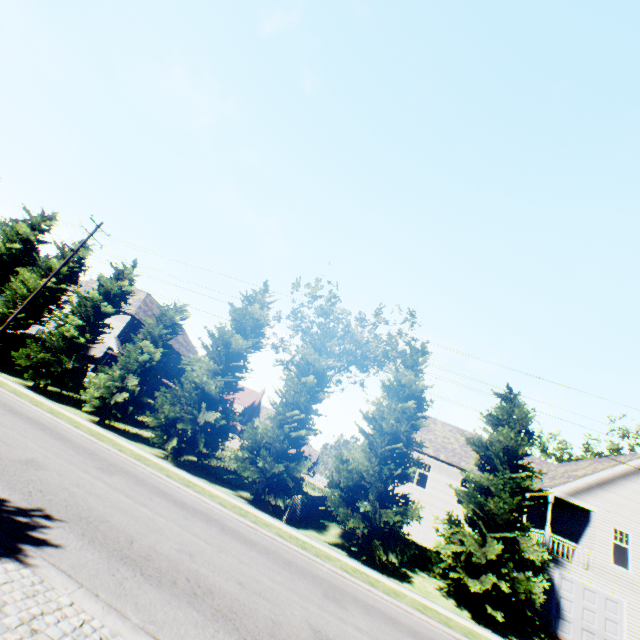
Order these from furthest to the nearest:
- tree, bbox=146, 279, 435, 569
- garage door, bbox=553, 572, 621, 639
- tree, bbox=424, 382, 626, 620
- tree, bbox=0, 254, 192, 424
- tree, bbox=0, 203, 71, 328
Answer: tree, bbox=0, 203, 71, 328 < tree, bbox=0, 254, 192, 424 < garage door, bbox=553, 572, 621, 639 < tree, bbox=146, 279, 435, 569 < tree, bbox=424, 382, 626, 620

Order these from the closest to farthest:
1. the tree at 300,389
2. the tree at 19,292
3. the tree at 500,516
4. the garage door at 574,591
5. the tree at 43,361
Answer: the tree at 500,516, the tree at 300,389, the garage door at 574,591, the tree at 43,361, the tree at 19,292

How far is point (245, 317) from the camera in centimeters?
2095cm

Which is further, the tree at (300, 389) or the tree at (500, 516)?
the tree at (300, 389)

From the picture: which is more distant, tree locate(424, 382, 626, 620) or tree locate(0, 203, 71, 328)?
tree locate(0, 203, 71, 328)

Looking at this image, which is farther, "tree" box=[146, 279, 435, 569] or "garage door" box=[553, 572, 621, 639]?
"garage door" box=[553, 572, 621, 639]

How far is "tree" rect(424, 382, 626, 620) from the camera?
13.6 meters
